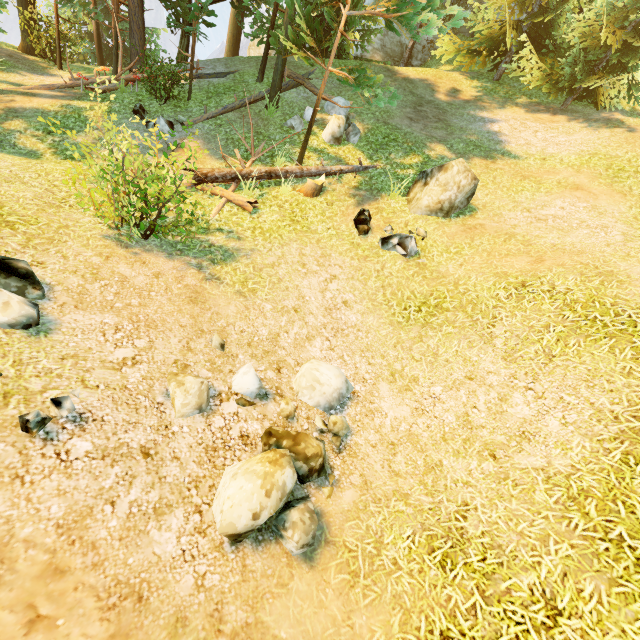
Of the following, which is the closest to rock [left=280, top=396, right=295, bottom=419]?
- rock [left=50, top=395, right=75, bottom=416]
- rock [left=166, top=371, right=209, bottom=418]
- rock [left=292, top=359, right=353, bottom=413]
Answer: rock [left=292, top=359, right=353, bottom=413]

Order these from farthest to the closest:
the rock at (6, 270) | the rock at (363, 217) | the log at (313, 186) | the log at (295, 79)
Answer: the log at (295, 79) < the log at (313, 186) < the rock at (363, 217) < the rock at (6, 270)

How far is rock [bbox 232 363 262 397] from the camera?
4.95m

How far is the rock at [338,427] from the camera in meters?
5.3 m

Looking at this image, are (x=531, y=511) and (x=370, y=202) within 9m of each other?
yes

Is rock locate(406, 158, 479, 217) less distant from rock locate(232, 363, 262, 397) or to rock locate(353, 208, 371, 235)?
rock locate(353, 208, 371, 235)

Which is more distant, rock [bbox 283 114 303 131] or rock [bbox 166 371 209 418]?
rock [bbox 283 114 303 131]

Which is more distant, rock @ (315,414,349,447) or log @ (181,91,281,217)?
log @ (181,91,281,217)
